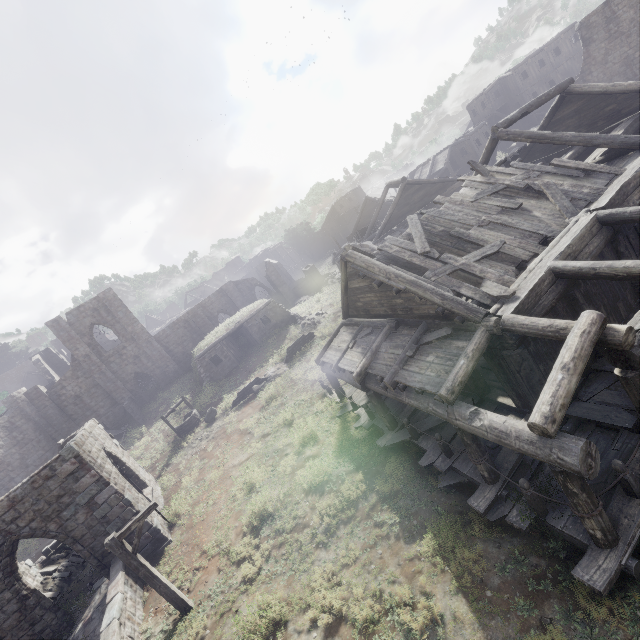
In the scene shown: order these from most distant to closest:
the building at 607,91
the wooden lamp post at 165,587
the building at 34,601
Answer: the building at 34,601, the wooden lamp post at 165,587, the building at 607,91

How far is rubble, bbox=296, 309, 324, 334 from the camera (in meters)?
26.45

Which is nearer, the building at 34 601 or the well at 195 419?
the building at 34 601

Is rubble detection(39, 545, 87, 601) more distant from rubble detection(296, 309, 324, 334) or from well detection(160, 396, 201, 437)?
rubble detection(296, 309, 324, 334)

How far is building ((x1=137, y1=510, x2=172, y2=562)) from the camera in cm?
1295

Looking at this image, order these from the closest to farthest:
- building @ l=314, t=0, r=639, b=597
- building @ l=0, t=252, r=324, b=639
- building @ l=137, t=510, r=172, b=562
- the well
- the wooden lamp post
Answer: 1. building @ l=314, t=0, r=639, b=597
2. the wooden lamp post
3. building @ l=0, t=252, r=324, b=639
4. building @ l=137, t=510, r=172, b=562
5. the well

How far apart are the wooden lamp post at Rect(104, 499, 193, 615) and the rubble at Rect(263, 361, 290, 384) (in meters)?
12.84

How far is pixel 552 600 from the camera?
5.8m
